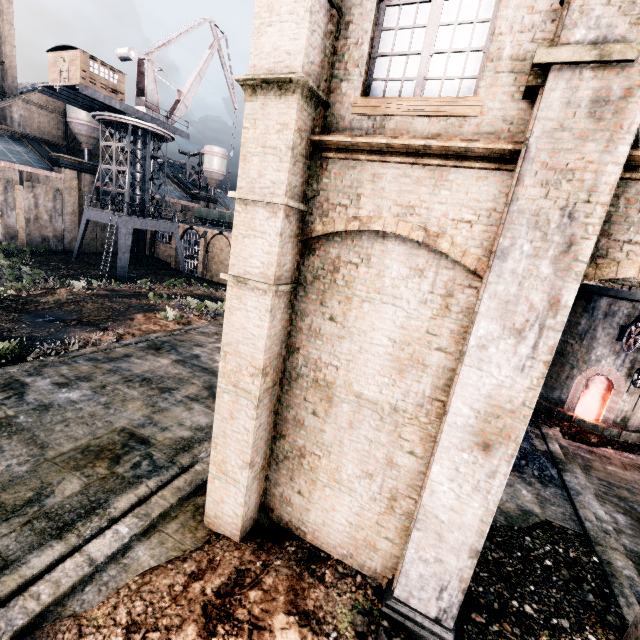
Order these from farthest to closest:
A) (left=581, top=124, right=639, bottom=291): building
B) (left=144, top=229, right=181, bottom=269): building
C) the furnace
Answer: (left=144, top=229, right=181, bottom=269): building
the furnace
(left=581, top=124, right=639, bottom=291): building

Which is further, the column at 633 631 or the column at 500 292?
the column at 633 631

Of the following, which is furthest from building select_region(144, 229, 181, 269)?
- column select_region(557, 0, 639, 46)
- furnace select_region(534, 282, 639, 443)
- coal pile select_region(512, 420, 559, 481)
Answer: column select_region(557, 0, 639, 46)

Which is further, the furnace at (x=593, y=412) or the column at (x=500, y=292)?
the furnace at (x=593, y=412)

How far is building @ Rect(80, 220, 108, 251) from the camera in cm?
4714

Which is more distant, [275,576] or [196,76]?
[196,76]

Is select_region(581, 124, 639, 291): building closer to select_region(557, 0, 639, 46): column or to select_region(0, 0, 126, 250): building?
select_region(557, 0, 639, 46): column

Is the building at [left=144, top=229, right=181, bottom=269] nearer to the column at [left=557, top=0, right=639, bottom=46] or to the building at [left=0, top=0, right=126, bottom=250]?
the building at [left=0, top=0, right=126, bottom=250]
